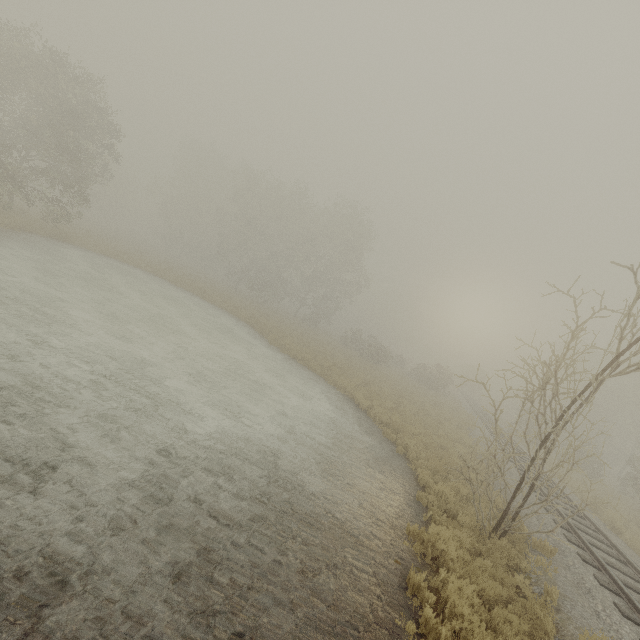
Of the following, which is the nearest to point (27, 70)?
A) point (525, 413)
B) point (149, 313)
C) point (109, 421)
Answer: point (149, 313)
